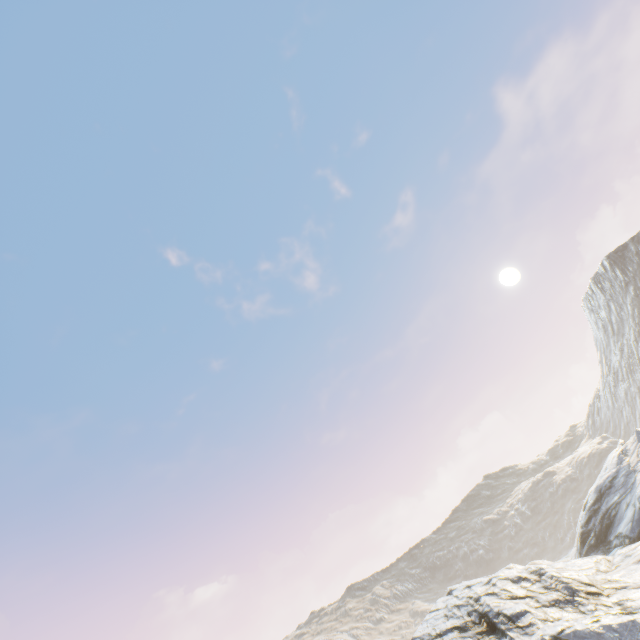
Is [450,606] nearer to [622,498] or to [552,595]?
[552,595]
